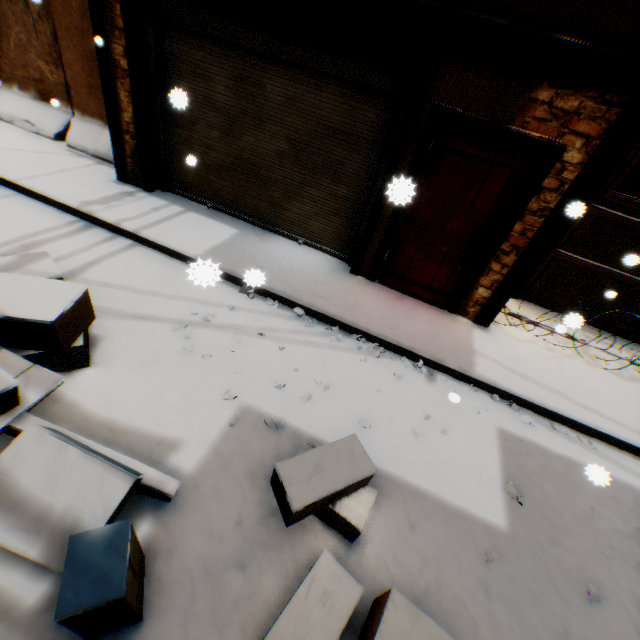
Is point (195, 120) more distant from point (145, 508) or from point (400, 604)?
point (400, 604)

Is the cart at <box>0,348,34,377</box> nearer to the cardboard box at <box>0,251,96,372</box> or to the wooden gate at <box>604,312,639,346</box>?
the cardboard box at <box>0,251,96,372</box>

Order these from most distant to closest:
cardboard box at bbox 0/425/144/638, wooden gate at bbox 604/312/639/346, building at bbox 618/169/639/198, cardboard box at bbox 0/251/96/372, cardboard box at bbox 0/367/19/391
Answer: building at bbox 618/169/639/198
wooden gate at bbox 604/312/639/346
cardboard box at bbox 0/251/96/372
cardboard box at bbox 0/367/19/391
cardboard box at bbox 0/425/144/638

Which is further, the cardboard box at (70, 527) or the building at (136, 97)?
the building at (136, 97)

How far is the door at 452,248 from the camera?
4.0m

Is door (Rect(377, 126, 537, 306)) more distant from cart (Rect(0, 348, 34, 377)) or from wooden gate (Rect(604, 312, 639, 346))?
cart (Rect(0, 348, 34, 377))

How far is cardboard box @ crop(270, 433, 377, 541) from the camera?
2.3 meters
